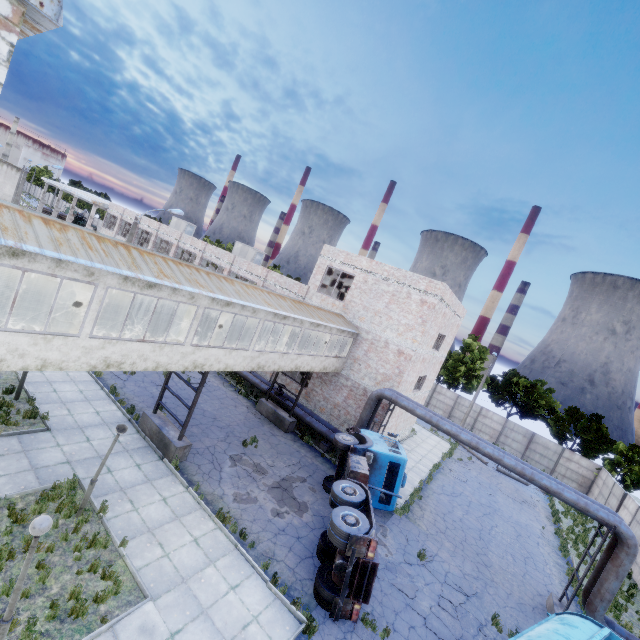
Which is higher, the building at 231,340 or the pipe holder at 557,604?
the building at 231,340

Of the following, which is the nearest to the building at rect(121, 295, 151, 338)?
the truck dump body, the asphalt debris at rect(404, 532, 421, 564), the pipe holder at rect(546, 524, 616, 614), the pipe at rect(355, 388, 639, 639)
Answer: the pipe at rect(355, 388, 639, 639)

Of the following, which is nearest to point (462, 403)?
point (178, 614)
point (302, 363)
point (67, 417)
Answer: point (302, 363)

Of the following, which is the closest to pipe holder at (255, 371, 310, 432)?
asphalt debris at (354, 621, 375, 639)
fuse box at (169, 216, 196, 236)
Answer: asphalt debris at (354, 621, 375, 639)

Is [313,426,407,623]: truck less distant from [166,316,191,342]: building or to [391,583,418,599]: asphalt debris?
[391,583,418,599]: asphalt debris

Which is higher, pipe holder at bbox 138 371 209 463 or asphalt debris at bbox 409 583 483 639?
pipe holder at bbox 138 371 209 463

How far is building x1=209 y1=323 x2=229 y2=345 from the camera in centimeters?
1589cm

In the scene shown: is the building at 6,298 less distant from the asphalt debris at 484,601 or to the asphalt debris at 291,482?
the asphalt debris at 291,482
